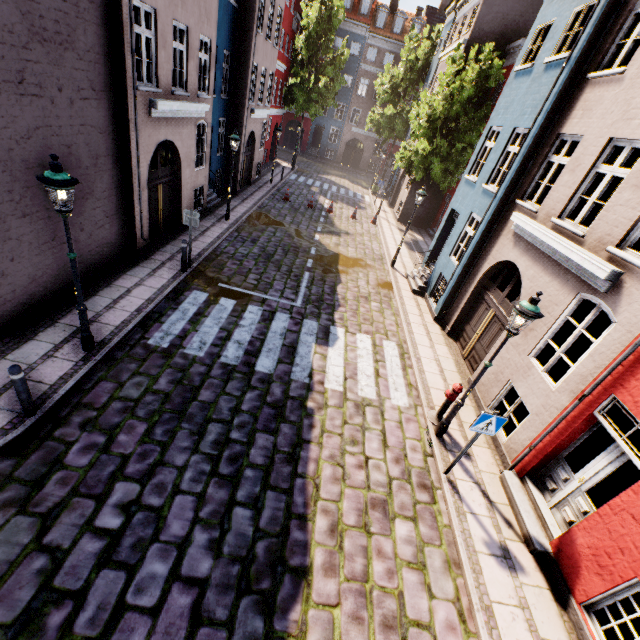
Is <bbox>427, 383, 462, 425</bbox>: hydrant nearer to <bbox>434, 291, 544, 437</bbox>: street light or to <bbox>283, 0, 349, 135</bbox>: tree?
<bbox>434, 291, 544, 437</bbox>: street light

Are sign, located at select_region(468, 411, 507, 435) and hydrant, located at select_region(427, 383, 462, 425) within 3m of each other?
yes

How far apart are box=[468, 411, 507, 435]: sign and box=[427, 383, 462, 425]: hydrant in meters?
1.5

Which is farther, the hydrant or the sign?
the hydrant

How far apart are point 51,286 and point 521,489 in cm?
1144

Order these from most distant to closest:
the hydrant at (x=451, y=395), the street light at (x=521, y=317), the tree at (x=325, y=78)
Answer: the tree at (x=325, y=78), the hydrant at (x=451, y=395), the street light at (x=521, y=317)

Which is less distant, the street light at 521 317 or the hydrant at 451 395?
the street light at 521 317

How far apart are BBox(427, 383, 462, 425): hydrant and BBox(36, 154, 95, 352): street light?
7.8m
